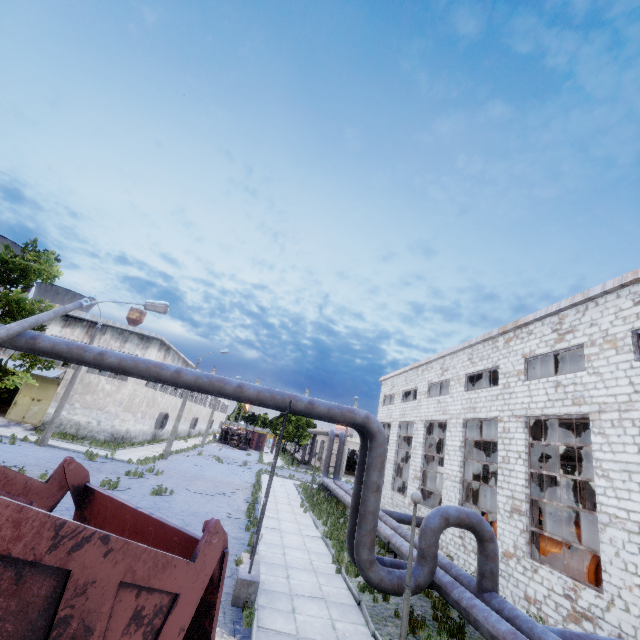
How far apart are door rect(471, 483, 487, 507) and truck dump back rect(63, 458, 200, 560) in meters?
34.7

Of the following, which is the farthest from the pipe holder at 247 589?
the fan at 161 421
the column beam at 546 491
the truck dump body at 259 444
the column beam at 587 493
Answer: the truck dump body at 259 444

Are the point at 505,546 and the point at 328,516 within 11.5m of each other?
yes

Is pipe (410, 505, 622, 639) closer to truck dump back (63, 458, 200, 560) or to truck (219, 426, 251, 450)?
truck dump back (63, 458, 200, 560)

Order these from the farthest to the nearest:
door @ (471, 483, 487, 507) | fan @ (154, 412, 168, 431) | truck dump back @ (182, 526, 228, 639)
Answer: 1. fan @ (154, 412, 168, 431)
2. door @ (471, 483, 487, 507)
3. truck dump back @ (182, 526, 228, 639)

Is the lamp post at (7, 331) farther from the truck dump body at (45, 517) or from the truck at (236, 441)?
the truck at (236, 441)

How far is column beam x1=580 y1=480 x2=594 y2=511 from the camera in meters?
27.2 m

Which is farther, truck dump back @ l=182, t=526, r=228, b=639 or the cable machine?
the cable machine
